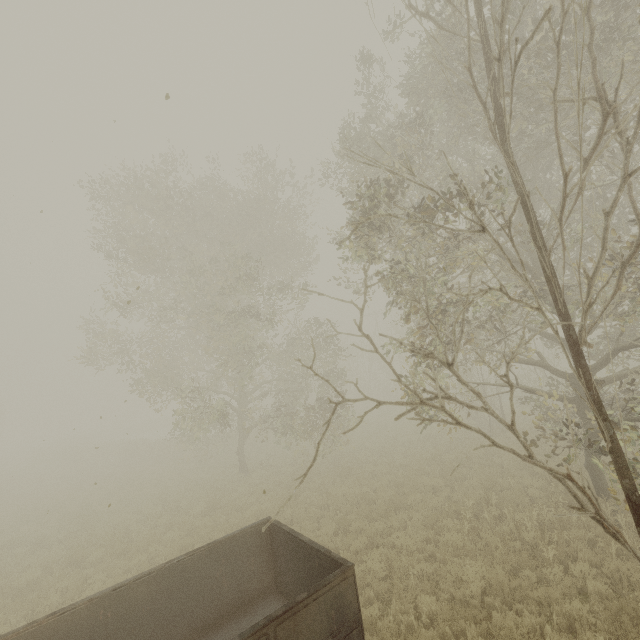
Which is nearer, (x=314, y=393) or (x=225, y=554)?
(x=225, y=554)

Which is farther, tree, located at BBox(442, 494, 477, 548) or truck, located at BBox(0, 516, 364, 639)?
tree, located at BBox(442, 494, 477, 548)

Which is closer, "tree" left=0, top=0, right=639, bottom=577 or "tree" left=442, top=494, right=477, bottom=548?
"tree" left=0, top=0, right=639, bottom=577

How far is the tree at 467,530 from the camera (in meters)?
9.07

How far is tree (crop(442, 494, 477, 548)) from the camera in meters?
9.1 m

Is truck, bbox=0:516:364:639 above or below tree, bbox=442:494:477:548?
above

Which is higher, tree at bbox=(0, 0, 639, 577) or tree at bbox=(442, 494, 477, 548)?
tree at bbox=(0, 0, 639, 577)

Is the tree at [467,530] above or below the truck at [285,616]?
below
